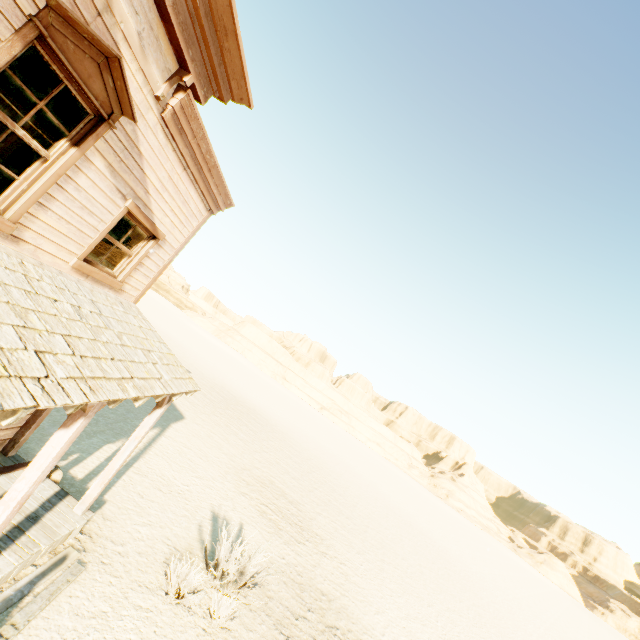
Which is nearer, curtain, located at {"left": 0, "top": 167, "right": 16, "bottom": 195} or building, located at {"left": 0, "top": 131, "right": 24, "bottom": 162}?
curtain, located at {"left": 0, "top": 167, "right": 16, "bottom": 195}

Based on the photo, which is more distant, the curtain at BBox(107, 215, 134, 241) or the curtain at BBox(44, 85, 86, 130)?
the curtain at BBox(107, 215, 134, 241)

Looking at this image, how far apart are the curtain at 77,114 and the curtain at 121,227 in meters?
1.3 m

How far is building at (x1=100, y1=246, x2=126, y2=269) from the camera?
6.7m

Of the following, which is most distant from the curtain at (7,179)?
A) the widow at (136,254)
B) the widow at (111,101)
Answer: the widow at (136,254)

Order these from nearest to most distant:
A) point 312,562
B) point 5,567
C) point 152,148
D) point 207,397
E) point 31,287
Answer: point 31,287 → point 5,567 → point 152,148 → point 312,562 → point 207,397

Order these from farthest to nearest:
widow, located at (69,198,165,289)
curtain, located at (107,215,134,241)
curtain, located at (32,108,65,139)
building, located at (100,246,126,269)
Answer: building, located at (100,246,126,269) → curtain, located at (107,215,134,241) → widow, located at (69,198,165,289) → curtain, located at (32,108,65,139)
